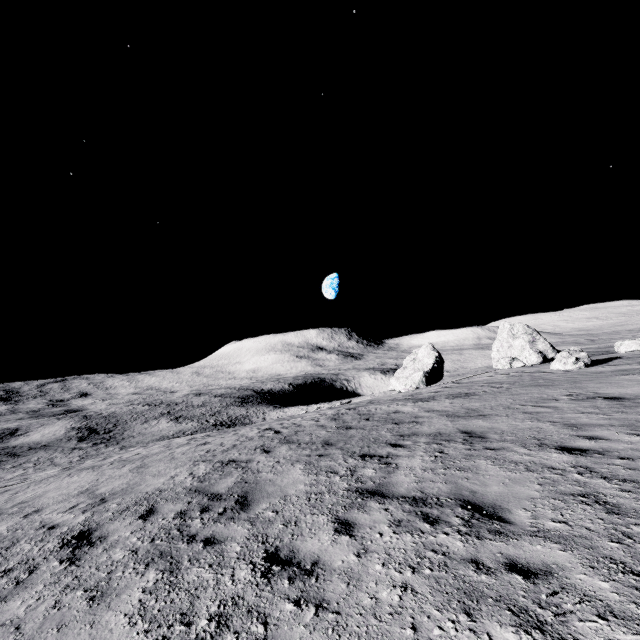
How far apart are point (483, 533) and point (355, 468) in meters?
3.4

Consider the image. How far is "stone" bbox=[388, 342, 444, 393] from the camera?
38.06m

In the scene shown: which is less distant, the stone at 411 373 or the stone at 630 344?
the stone at 630 344

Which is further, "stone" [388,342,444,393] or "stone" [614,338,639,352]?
"stone" [388,342,444,393]

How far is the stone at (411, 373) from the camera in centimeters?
3806cm
